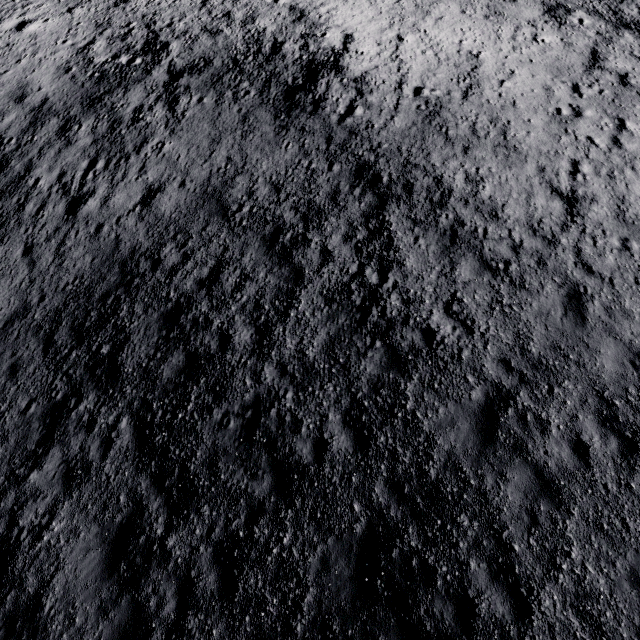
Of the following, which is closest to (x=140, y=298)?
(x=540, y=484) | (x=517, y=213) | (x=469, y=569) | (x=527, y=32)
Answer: (x=469, y=569)
